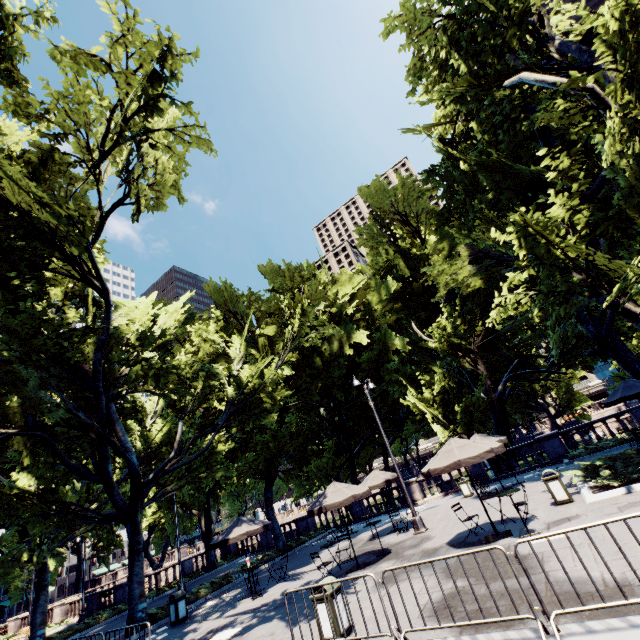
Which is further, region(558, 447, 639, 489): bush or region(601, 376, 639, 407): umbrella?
region(601, 376, 639, 407): umbrella

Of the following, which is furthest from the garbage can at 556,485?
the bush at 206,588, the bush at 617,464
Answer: the bush at 206,588

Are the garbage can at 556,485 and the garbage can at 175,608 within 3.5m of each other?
no

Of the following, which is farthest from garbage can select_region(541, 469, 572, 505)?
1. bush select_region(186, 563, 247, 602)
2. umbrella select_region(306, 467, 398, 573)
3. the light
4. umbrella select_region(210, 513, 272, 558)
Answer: bush select_region(186, 563, 247, 602)

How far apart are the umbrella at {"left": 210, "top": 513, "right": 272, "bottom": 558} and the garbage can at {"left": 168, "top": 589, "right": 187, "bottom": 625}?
1.90m

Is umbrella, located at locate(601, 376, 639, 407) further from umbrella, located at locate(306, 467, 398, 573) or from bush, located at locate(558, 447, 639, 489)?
umbrella, located at locate(306, 467, 398, 573)

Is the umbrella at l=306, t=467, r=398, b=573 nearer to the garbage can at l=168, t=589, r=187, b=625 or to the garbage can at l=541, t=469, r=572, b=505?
the garbage can at l=541, t=469, r=572, b=505

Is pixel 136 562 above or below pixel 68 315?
below
